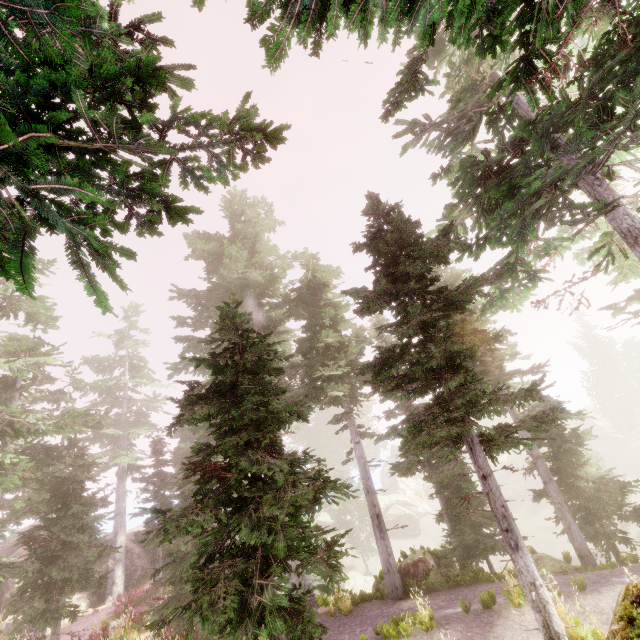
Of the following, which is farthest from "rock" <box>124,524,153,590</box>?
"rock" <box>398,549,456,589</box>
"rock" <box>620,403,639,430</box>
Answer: "rock" <box>398,549,456,589</box>

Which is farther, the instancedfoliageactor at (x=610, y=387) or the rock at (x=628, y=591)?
the instancedfoliageactor at (x=610, y=387)

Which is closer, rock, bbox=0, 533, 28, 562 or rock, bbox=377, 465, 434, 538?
rock, bbox=0, 533, 28, 562

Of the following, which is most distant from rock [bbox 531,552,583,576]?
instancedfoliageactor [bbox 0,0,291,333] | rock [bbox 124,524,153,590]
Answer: rock [bbox 124,524,153,590]

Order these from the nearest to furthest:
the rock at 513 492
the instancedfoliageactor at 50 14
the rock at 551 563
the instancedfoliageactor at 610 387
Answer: the instancedfoliageactor at 50 14, the rock at 551 563, the rock at 513 492, the instancedfoliageactor at 610 387

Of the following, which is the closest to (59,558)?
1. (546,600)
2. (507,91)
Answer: (546,600)

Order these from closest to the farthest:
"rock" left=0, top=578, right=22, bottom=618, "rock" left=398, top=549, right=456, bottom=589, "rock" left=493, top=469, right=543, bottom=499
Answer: "rock" left=398, top=549, right=456, bottom=589, "rock" left=0, top=578, right=22, bottom=618, "rock" left=493, top=469, right=543, bottom=499

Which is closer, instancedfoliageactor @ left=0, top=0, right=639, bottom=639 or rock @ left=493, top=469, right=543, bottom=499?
instancedfoliageactor @ left=0, top=0, right=639, bottom=639
